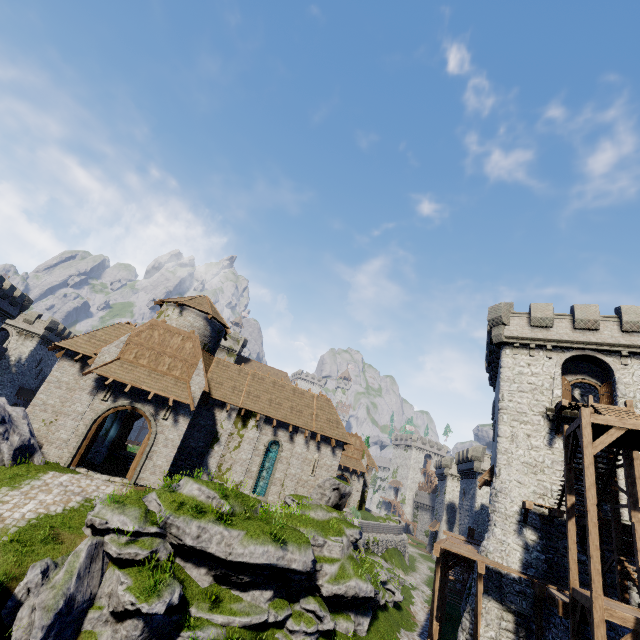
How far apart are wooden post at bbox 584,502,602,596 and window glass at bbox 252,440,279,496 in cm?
1830

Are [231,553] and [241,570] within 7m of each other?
yes

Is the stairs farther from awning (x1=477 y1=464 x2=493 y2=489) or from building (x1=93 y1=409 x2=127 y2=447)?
building (x1=93 y1=409 x2=127 y2=447)

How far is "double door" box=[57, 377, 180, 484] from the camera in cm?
1755

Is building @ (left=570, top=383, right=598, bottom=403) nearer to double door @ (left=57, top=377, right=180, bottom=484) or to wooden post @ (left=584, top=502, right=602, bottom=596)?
wooden post @ (left=584, top=502, right=602, bottom=596)

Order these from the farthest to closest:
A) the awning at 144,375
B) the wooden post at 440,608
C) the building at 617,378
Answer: the building at 617,378
the awning at 144,375
the wooden post at 440,608

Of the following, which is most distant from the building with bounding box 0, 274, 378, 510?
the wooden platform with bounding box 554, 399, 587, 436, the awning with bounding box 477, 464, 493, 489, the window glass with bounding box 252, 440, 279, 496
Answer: the wooden platform with bounding box 554, 399, 587, 436

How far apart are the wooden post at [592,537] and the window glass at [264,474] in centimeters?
1830cm
